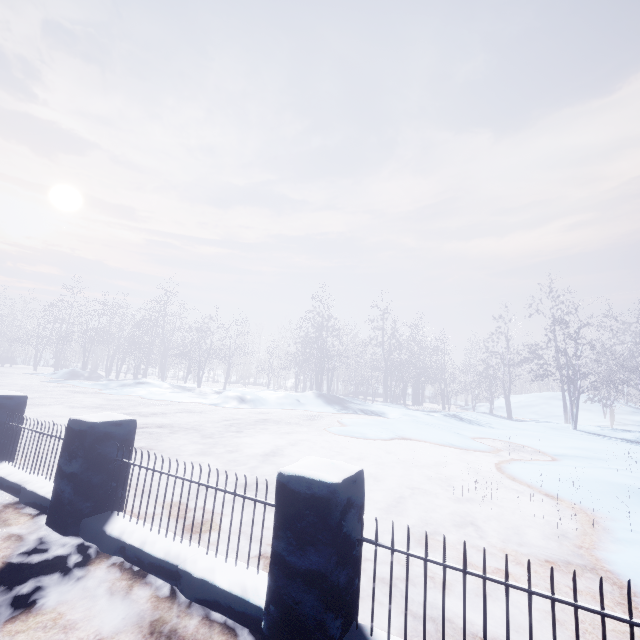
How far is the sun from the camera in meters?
53.7 m

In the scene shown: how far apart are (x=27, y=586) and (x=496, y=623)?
3.07m

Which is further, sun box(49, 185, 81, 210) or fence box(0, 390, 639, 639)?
sun box(49, 185, 81, 210)

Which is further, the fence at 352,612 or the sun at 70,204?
the sun at 70,204

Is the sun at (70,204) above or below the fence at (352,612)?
above

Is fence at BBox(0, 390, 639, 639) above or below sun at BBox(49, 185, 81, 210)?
below
